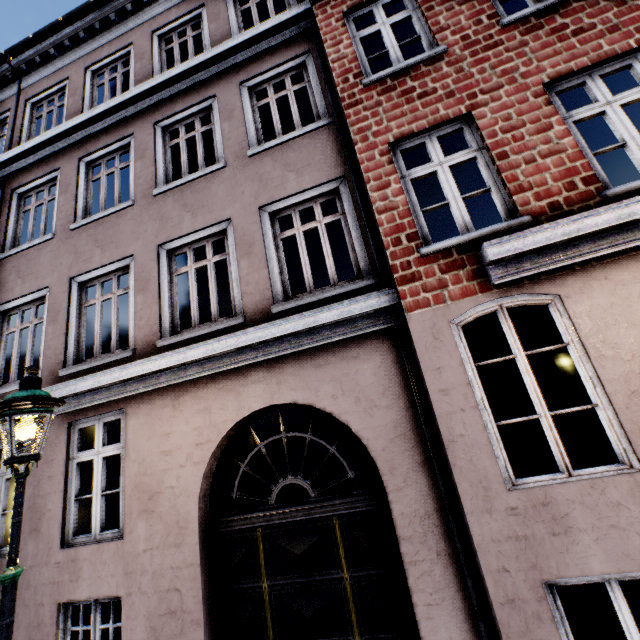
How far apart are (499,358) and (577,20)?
4.6m

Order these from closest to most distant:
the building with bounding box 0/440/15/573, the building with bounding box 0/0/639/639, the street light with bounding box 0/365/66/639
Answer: the street light with bounding box 0/365/66/639 < the building with bounding box 0/0/639/639 < the building with bounding box 0/440/15/573

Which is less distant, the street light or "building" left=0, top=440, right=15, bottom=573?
the street light

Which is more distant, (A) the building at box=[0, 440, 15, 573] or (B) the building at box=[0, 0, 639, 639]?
(A) the building at box=[0, 440, 15, 573]

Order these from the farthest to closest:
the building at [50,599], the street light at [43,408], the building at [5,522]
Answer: the building at [5,522] < the building at [50,599] < the street light at [43,408]

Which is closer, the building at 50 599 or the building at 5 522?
the building at 50 599
